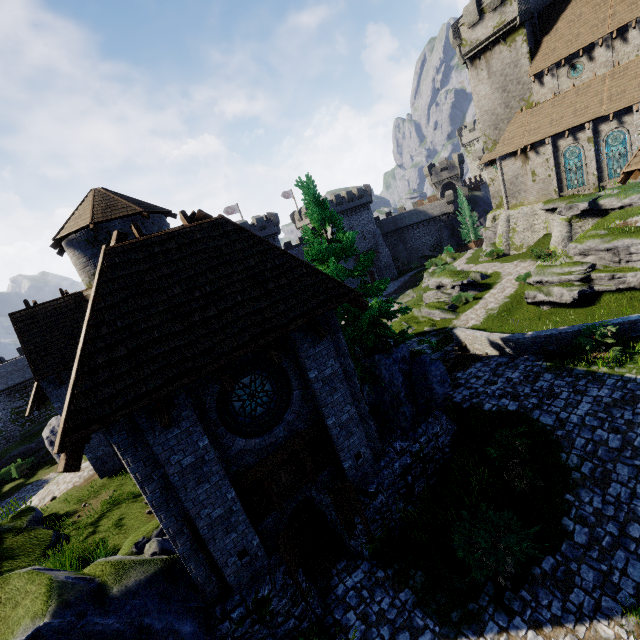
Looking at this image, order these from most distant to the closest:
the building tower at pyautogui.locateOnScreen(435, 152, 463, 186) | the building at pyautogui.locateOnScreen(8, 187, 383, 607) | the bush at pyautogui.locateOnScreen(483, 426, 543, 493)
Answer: →
the building tower at pyautogui.locateOnScreen(435, 152, 463, 186)
the bush at pyautogui.locateOnScreen(483, 426, 543, 493)
the building at pyautogui.locateOnScreen(8, 187, 383, 607)

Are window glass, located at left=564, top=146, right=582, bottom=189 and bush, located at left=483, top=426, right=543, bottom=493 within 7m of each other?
no

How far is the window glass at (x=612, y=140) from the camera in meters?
26.2

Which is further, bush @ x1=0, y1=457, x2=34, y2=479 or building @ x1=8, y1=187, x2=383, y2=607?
bush @ x1=0, y1=457, x2=34, y2=479

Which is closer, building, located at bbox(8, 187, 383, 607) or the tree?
building, located at bbox(8, 187, 383, 607)

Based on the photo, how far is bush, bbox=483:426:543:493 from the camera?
9.4m

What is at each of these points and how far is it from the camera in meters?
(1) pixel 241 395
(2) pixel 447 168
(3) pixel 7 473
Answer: (1) window glass, 8.1 m
(2) building tower, 59.0 m
(3) bush, 30.2 m

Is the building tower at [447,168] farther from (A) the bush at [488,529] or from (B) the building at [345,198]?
(A) the bush at [488,529]
